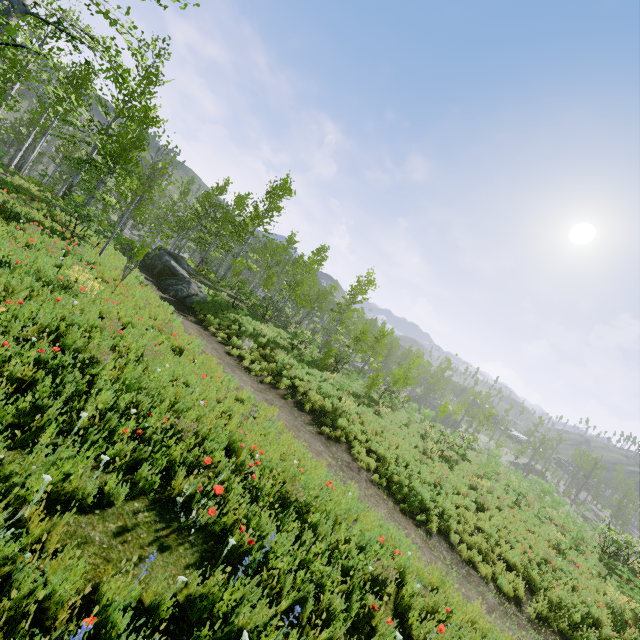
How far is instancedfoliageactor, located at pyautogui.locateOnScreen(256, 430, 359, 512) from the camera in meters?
6.3

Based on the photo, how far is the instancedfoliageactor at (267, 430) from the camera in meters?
7.4

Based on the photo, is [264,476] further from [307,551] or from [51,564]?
[51,564]

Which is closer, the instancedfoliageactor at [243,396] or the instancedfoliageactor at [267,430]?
the instancedfoliageactor at [243,396]

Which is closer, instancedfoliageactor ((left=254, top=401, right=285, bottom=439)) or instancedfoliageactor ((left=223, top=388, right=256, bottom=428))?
instancedfoliageactor ((left=223, top=388, right=256, bottom=428))
